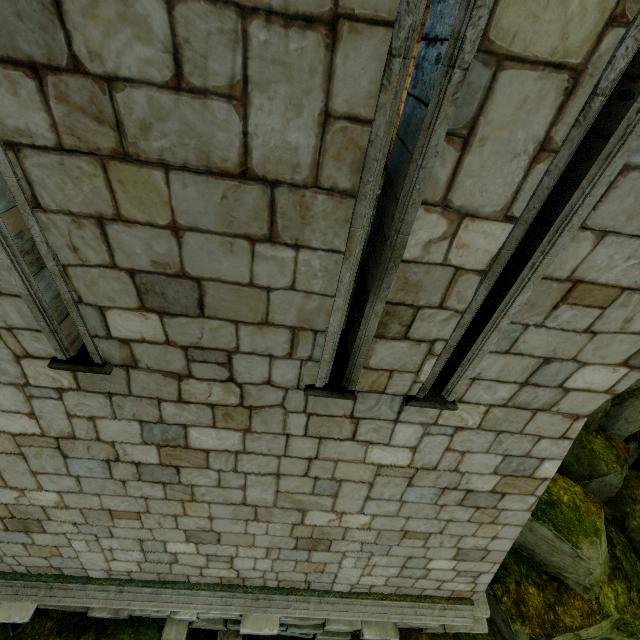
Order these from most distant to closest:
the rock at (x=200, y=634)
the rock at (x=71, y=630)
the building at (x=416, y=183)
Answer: the rock at (x=200, y=634) → the rock at (x=71, y=630) → the building at (x=416, y=183)

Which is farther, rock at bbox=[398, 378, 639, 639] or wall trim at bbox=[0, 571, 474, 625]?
rock at bbox=[398, 378, 639, 639]

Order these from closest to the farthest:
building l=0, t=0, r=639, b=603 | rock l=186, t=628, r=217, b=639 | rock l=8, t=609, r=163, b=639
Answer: building l=0, t=0, r=639, b=603
rock l=8, t=609, r=163, b=639
rock l=186, t=628, r=217, b=639

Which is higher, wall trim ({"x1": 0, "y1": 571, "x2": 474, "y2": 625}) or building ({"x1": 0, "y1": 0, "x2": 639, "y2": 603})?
building ({"x1": 0, "y1": 0, "x2": 639, "y2": 603})

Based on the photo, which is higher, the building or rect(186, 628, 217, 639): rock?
the building

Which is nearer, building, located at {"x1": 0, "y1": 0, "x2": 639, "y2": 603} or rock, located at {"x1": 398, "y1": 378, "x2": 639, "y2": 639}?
building, located at {"x1": 0, "y1": 0, "x2": 639, "y2": 603}

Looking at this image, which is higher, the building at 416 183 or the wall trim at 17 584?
the building at 416 183

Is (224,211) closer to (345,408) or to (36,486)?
(345,408)
